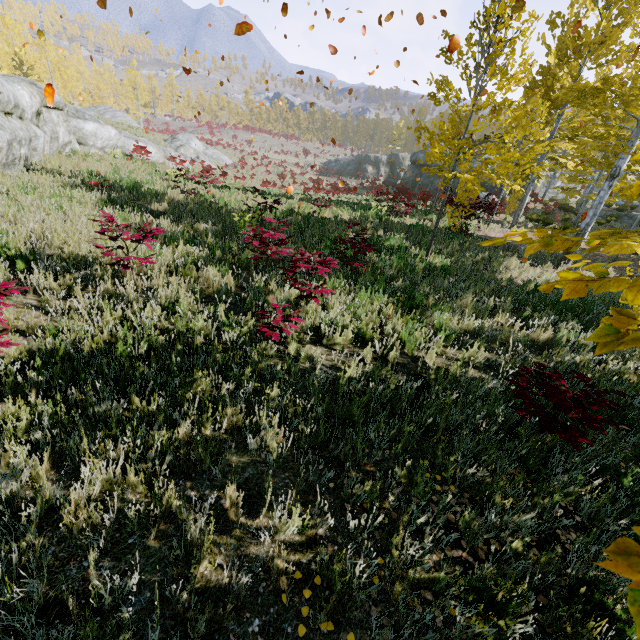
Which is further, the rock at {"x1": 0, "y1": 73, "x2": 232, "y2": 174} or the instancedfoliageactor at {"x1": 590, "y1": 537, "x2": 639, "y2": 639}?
the rock at {"x1": 0, "y1": 73, "x2": 232, "y2": 174}

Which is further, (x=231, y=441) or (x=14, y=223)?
(x=14, y=223)

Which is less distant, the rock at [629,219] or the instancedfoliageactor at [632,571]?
the instancedfoliageactor at [632,571]

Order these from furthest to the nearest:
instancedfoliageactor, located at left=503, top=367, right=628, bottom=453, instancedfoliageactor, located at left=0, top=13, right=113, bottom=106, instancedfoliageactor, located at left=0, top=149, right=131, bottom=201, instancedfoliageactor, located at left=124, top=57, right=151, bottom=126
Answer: instancedfoliageactor, located at left=124, top=57, right=151, bottom=126, instancedfoliageactor, located at left=0, top=13, right=113, bottom=106, instancedfoliageactor, located at left=0, top=149, right=131, bottom=201, instancedfoliageactor, located at left=503, top=367, right=628, bottom=453

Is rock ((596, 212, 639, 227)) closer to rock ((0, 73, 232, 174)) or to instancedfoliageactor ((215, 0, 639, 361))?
instancedfoliageactor ((215, 0, 639, 361))

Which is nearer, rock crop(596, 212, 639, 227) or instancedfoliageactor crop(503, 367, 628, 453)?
instancedfoliageactor crop(503, 367, 628, 453)

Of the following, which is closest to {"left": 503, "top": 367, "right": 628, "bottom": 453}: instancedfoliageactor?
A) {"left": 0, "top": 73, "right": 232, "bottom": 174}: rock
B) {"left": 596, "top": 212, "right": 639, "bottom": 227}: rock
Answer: {"left": 596, "top": 212, "right": 639, "bottom": 227}: rock

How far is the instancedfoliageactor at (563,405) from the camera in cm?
310
